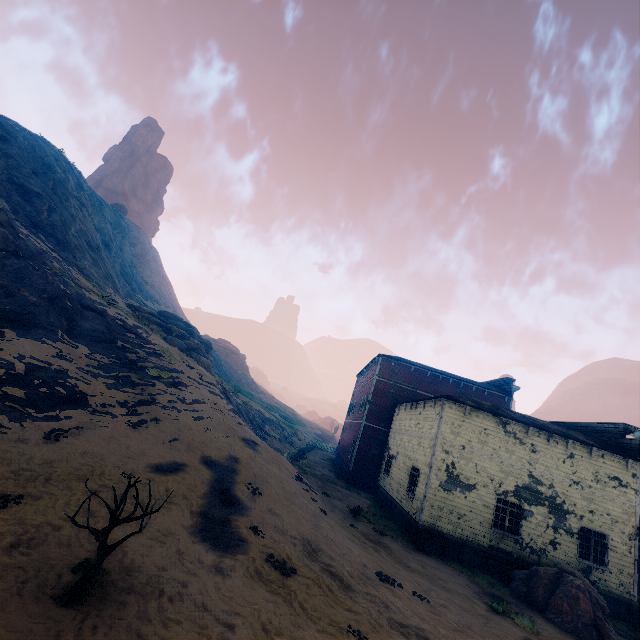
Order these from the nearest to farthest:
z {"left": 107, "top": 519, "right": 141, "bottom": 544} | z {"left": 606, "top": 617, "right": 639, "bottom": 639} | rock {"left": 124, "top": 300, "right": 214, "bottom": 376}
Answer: z {"left": 107, "top": 519, "right": 141, "bottom": 544} < z {"left": 606, "top": 617, "right": 639, "bottom": 639} < rock {"left": 124, "top": 300, "right": 214, "bottom": 376}

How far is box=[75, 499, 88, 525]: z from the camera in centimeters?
748cm

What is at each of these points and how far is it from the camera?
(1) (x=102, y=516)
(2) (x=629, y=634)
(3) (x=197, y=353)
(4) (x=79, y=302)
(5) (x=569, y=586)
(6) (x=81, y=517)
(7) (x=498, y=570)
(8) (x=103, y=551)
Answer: (1) z, 7.98m
(2) z, 13.12m
(3) rock, 34.44m
(4) z, 19.64m
(5) instancedfoliageactor, 11.97m
(6) z, 7.64m
(7) building, 14.74m
(8) instancedfoliageactor, 5.65m

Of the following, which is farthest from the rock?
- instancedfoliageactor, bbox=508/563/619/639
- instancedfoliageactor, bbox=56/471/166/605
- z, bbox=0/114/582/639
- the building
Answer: instancedfoliageactor, bbox=508/563/619/639

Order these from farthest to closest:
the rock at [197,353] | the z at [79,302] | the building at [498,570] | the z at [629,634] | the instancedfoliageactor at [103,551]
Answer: the rock at [197,353]
the building at [498,570]
the z at [629,634]
the z at [79,302]
the instancedfoliageactor at [103,551]

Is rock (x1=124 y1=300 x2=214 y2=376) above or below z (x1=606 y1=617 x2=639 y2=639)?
above

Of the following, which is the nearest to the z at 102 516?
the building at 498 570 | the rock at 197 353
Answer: the building at 498 570

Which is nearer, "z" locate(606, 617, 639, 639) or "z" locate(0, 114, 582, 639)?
"z" locate(0, 114, 582, 639)
